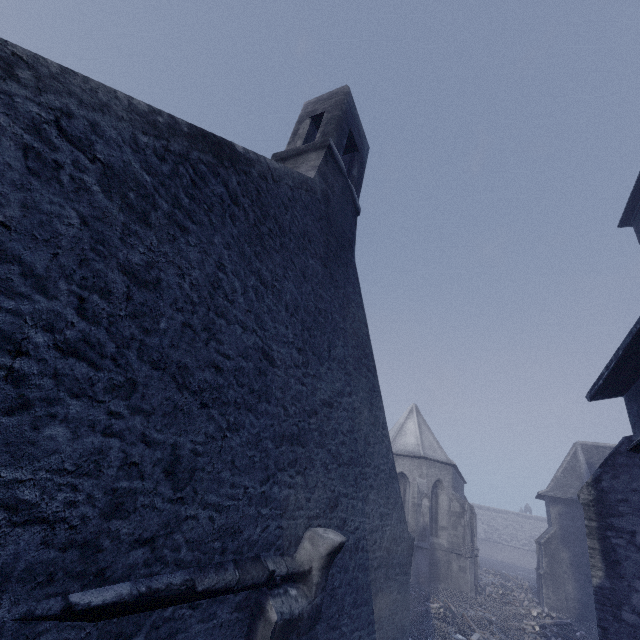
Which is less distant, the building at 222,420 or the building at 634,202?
the building at 222,420

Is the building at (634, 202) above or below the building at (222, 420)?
above

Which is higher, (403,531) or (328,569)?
(403,531)

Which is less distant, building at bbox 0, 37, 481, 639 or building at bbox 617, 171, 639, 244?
building at bbox 0, 37, 481, 639

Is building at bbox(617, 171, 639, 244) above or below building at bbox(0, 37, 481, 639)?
above
